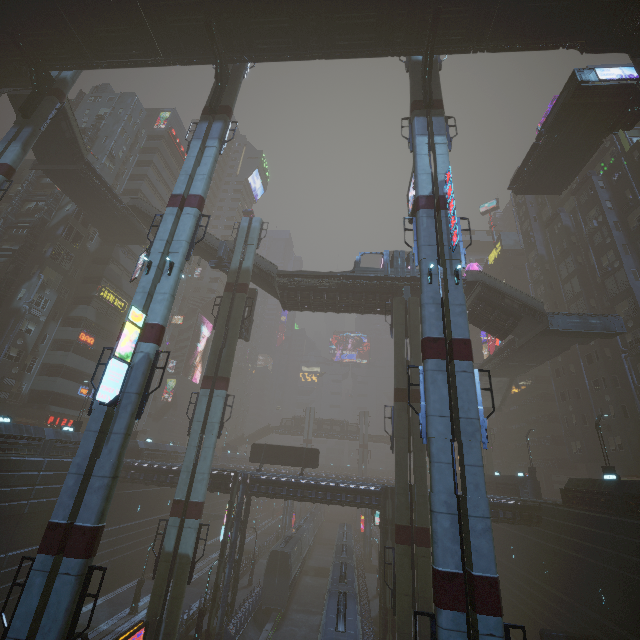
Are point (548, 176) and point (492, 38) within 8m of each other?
no

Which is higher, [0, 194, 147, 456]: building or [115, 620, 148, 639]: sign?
[0, 194, 147, 456]: building

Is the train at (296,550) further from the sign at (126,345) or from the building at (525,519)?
the sign at (126,345)

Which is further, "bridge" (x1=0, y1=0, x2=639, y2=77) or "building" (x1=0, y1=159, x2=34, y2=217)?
"building" (x1=0, y1=159, x2=34, y2=217)

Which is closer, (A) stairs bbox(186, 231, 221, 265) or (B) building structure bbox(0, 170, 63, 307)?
(B) building structure bbox(0, 170, 63, 307)

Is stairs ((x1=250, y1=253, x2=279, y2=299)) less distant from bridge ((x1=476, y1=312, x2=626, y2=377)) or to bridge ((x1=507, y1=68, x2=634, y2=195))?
bridge ((x1=476, y1=312, x2=626, y2=377))

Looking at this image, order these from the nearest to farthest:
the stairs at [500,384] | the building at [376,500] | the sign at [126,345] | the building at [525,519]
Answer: the sign at [126,345] → the building at [525,519] → the building at [376,500] → the stairs at [500,384]

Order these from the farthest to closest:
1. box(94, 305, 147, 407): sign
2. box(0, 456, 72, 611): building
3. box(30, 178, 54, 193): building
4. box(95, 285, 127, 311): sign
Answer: box(95, 285, 127, 311): sign, box(30, 178, 54, 193): building, box(0, 456, 72, 611): building, box(94, 305, 147, 407): sign
